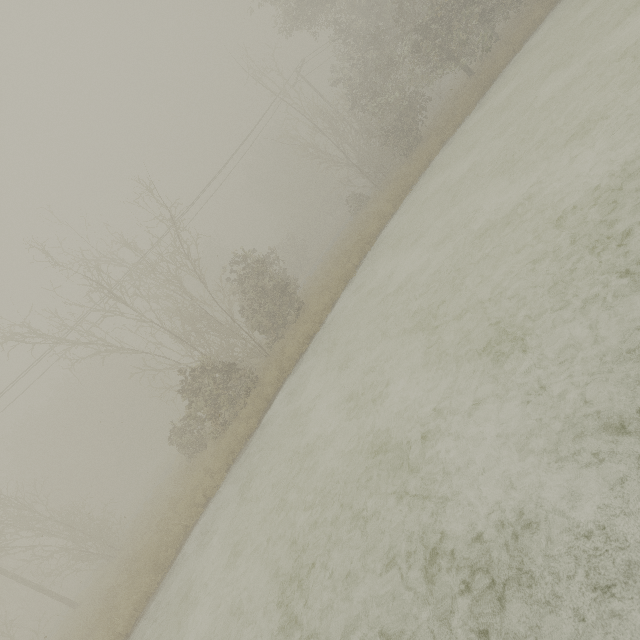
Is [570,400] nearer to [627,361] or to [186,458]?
[627,361]
